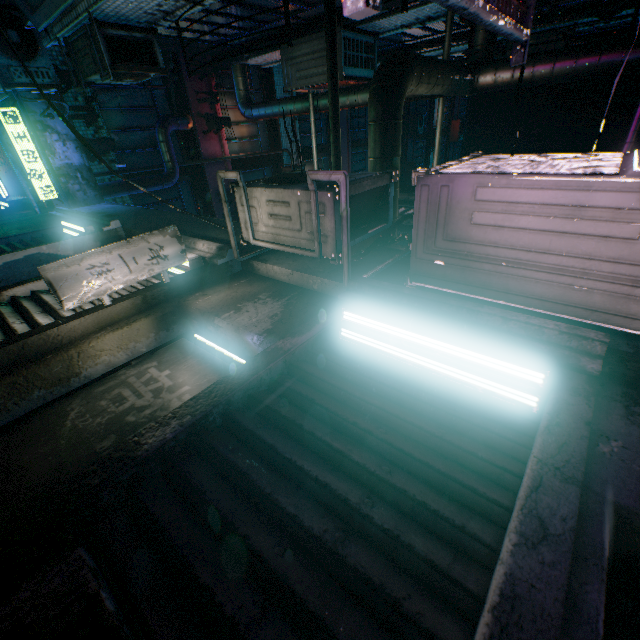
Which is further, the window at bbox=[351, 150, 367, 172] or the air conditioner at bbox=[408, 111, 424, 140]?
the air conditioner at bbox=[408, 111, 424, 140]

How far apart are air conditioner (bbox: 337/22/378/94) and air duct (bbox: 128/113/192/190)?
3.81m

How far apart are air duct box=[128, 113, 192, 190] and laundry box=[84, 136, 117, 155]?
0.5m

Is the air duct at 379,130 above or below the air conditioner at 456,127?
below

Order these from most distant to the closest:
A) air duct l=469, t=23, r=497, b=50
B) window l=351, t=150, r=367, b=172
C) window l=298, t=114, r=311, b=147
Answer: window l=351, t=150, r=367, b=172 → window l=298, t=114, r=311, b=147 → air duct l=469, t=23, r=497, b=50

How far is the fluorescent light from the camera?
2.0m

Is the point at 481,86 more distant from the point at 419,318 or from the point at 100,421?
the point at 100,421

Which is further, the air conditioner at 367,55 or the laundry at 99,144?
the laundry at 99,144
